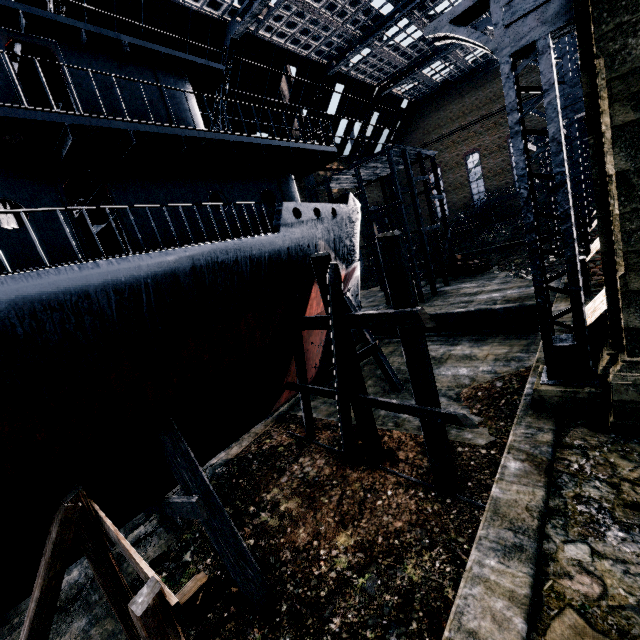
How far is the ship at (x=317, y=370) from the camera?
14.3m

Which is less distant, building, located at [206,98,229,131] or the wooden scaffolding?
the wooden scaffolding

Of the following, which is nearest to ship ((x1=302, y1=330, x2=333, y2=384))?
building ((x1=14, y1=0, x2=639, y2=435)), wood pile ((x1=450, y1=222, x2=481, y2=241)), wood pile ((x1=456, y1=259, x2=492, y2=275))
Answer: building ((x1=14, y1=0, x2=639, y2=435))

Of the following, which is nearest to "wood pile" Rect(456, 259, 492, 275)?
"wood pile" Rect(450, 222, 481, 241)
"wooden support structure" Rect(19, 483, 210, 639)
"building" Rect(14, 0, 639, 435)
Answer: "building" Rect(14, 0, 639, 435)

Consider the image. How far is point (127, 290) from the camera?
6.4 meters

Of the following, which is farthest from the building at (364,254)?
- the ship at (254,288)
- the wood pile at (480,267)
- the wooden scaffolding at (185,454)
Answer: the wooden scaffolding at (185,454)

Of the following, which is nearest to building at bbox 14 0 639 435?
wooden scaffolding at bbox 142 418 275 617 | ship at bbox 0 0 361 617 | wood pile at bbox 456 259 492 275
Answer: ship at bbox 0 0 361 617

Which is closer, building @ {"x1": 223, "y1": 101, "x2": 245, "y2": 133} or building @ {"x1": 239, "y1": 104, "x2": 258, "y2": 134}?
building @ {"x1": 223, "y1": 101, "x2": 245, "y2": 133}
